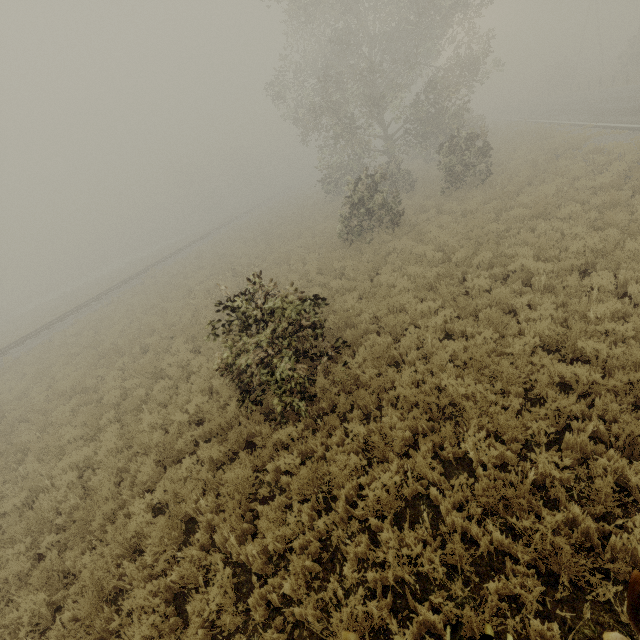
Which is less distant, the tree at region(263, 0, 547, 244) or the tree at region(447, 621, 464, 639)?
the tree at region(447, 621, 464, 639)

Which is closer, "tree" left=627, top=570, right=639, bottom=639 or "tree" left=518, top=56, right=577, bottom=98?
→ "tree" left=627, top=570, right=639, bottom=639

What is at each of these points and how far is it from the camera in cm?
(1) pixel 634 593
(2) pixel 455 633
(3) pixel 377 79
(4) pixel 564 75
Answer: (1) tree, 84
(2) tree, 172
(3) tree, 2334
(4) tree, 4753

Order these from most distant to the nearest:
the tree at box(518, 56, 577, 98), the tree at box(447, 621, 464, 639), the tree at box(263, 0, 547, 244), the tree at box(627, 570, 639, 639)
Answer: the tree at box(518, 56, 577, 98) → the tree at box(263, 0, 547, 244) → the tree at box(447, 621, 464, 639) → the tree at box(627, 570, 639, 639)

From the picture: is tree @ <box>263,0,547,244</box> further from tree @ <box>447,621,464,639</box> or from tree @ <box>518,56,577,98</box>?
tree @ <box>518,56,577,98</box>

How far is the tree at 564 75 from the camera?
45.75m

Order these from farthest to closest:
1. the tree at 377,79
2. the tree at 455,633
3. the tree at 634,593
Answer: the tree at 377,79 < the tree at 455,633 < the tree at 634,593
